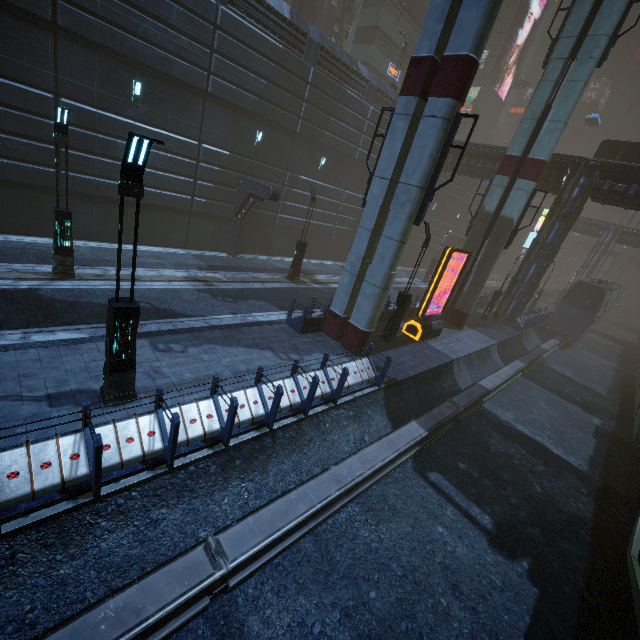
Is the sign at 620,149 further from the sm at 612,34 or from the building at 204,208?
the sm at 612,34

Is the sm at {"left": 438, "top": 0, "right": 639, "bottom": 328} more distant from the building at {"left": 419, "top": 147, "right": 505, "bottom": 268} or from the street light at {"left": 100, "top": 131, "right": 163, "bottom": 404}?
the street light at {"left": 100, "top": 131, "right": 163, "bottom": 404}

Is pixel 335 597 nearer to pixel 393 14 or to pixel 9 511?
pixel 9 511

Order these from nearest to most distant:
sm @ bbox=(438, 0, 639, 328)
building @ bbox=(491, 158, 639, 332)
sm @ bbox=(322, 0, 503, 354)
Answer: sm @ bbox=(322, 0, 503, 354)
sm @ bbox=(438, 0, 639, 328)
building @ bbox=(491, 158, 639, 332)

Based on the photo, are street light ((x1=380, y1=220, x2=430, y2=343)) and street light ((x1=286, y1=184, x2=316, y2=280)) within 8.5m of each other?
yes

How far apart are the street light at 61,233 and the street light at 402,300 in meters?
12.4 m

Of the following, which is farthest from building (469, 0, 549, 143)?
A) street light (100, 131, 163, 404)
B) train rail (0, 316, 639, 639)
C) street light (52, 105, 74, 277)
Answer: street light (52, 105, 74, 277)
